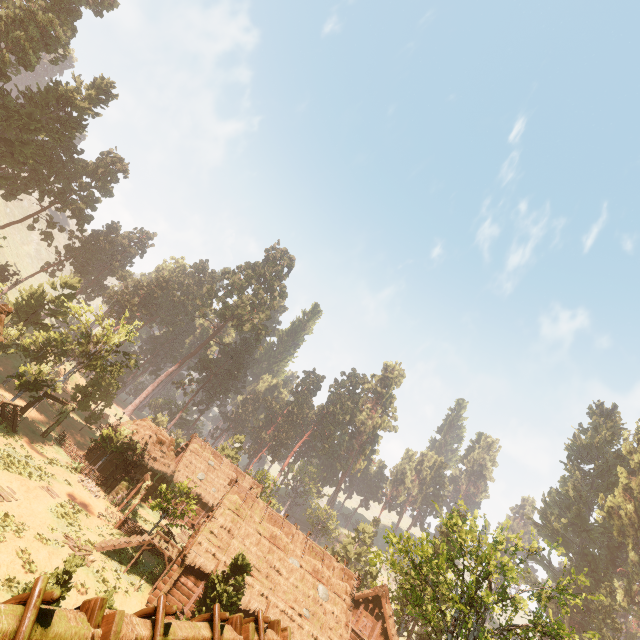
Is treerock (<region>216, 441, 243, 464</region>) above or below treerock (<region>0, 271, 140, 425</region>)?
above

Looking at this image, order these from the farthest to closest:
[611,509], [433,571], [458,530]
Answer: [611,509]
[458,530]
[433,571]

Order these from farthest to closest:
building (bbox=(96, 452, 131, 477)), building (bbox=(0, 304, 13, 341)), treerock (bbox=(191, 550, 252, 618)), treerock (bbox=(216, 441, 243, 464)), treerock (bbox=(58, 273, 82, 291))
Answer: treerock (bbox=(216, 441, 243, 464)) → treerock (bbox=(58, 273, 82, 291)) → building (bbox=(96, 452, 131, 477)) → building (bbox=(0, 304, 13, 341)) → treerock (bbox=(191, 550, 252, 618))

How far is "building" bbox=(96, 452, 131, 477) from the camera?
31.7m

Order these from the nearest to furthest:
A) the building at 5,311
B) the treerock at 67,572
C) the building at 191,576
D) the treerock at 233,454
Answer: the building at 191,576 → the treerock at 67,572 → the building at 5,311 → the treerock at 233,454

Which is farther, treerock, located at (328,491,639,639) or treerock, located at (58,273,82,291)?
treerock, located at (58,273,82,291)

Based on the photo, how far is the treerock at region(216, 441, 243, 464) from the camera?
52.4m

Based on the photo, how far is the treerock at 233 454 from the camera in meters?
52.4
